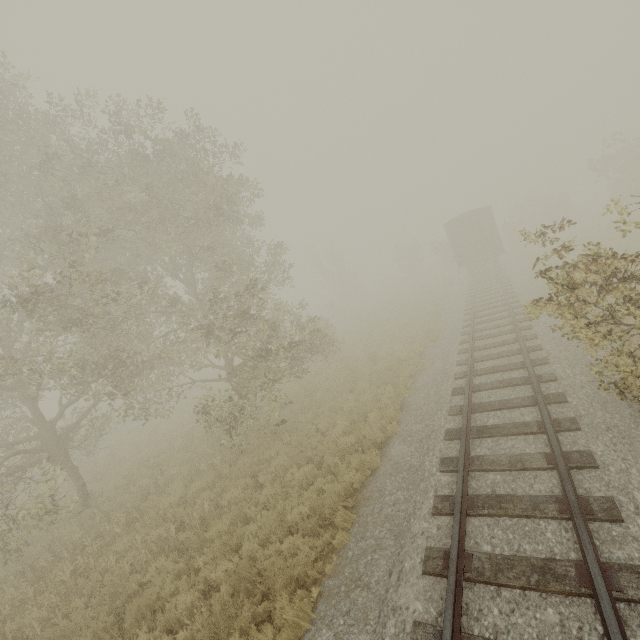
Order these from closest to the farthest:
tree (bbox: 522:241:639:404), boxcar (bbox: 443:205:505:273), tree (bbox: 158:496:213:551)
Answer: tree (bbox: 522:241:639:404), tree (bbox: 158:496:213:551), boxcar (bbox: 443:205:505:273)

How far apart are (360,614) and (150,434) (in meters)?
17.52

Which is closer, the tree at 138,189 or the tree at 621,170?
the tree at 138,189

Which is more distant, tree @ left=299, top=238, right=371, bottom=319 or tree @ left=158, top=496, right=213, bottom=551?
tree @ left=299, top=238, right=371, bottom=319

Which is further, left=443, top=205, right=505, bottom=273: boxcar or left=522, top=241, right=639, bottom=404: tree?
left=443, top=205, right=505, bottom=273: boxcar

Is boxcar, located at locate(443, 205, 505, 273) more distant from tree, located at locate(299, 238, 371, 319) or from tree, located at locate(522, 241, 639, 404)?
tree, located at locate(299, 238, 371, 319)

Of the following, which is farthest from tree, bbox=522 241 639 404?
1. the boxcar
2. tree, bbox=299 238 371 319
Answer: tree, bbox=299 238 371 319
